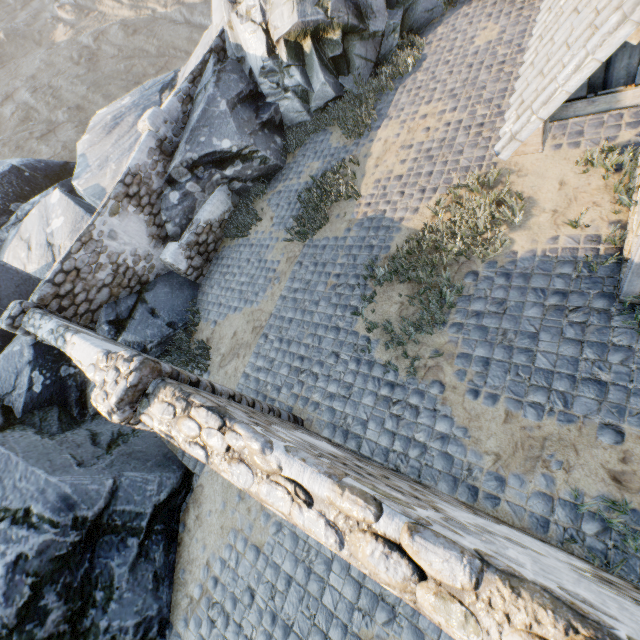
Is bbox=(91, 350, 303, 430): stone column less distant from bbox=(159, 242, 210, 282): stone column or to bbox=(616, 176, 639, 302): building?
bbox=(616, 176, 639, 302): building

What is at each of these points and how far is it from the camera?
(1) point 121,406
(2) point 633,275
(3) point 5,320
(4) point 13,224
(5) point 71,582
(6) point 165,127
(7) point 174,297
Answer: (1) stone column, 3.33m
(2) building, 3.73m
(3) stone column, 7.00m
(4) rock, 12.73m
(5) rock, 4.97m
(6) stone column, 9.35m
(7) rock, 9.39m

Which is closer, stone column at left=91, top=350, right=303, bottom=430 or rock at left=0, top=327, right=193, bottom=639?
stone column at left=91, top=350, right=303, bottom=430

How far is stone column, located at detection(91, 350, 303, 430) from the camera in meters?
3.4 m

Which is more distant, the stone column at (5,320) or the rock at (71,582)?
the stone column at (5,320)

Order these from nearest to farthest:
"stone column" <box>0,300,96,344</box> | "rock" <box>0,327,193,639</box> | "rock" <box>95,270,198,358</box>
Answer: "rock" <box>0,327,193,639</box> < "stone column" <box>0,300,96,344</box> < "rock" <box>95,270,198,358</box>

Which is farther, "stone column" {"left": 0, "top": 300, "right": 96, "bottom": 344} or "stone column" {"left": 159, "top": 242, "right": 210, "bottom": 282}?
"stone column" {"left": 159, "top": 242, "right": 210, "bottom": 282}

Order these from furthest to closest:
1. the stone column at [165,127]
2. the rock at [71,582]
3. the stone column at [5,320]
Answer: the stone column at [165,127] < the stone column at [5,320] < the rock at [71,582]
